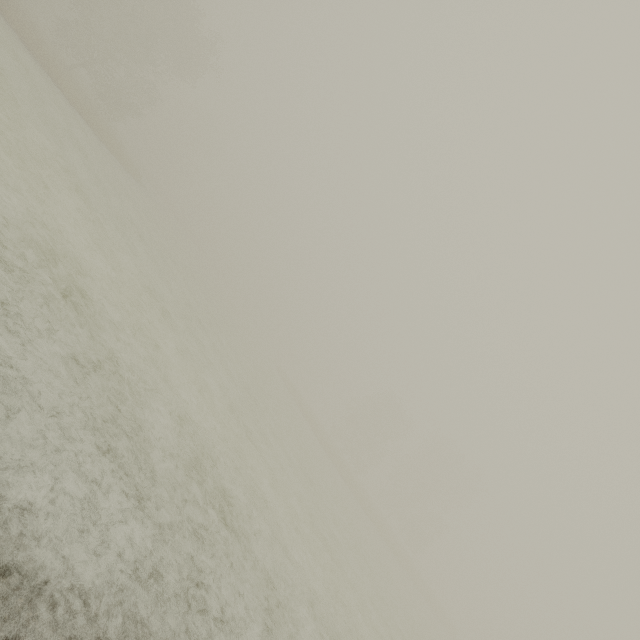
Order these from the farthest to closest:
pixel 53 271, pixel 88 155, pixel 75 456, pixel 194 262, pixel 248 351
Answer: pixel 194 262 < pixel 248 351 < pixel 88 155 < pixel 53 271 < pixel 75 456
